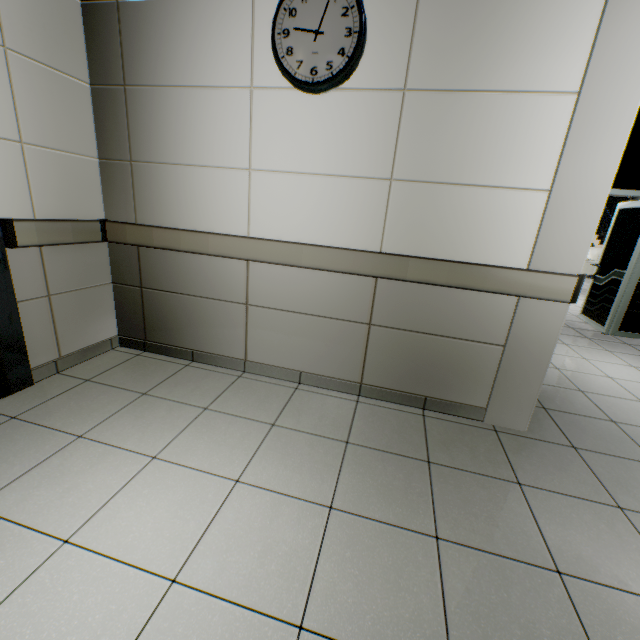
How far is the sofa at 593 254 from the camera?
11.8 meters

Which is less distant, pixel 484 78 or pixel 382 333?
pixel 484 78

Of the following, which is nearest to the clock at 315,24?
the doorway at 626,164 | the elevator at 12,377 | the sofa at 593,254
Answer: the elevator at 12,377

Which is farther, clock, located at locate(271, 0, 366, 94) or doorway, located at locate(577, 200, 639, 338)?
doorway, located at locate(577, 200, 639, 338)

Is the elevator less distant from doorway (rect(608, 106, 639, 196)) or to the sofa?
doorway (rect(608, 106, 639, 196))

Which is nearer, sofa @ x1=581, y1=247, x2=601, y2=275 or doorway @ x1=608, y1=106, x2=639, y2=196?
doorway @ x1=608, y1=106, x2=639, y2=196

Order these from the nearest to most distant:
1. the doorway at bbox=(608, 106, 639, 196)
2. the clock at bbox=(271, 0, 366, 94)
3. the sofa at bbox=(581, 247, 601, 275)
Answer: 1. the clock at bbox=(271, 0, 366, 94)
2. the doorway at bbox=(608, 106, 639, 196)
3. the sofa at bbox=(581, 247, 601, 275)

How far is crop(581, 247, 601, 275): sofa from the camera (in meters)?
11.80
